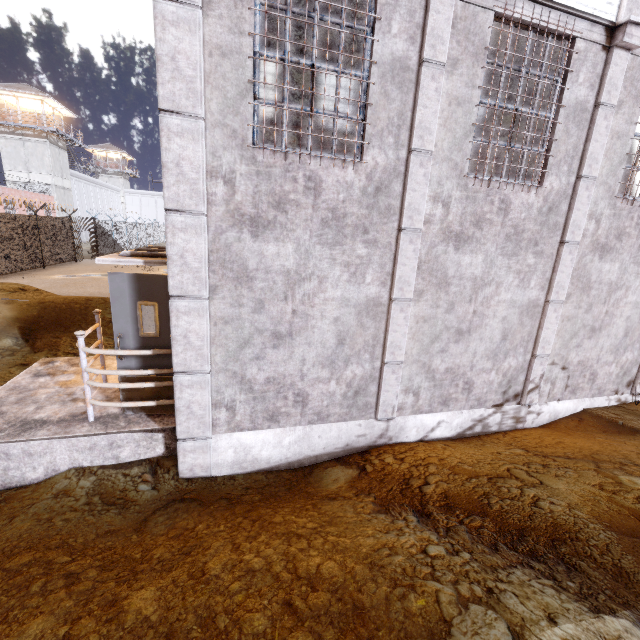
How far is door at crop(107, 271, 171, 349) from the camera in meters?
4.4

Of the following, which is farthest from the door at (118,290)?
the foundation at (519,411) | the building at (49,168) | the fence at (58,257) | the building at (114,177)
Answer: the building at (114,177)

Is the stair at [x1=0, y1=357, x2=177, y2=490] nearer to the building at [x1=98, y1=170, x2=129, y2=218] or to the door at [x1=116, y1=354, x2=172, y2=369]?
the door at [x1=116, y1=354, x2=172, y2=369]

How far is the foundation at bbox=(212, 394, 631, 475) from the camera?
4.7m

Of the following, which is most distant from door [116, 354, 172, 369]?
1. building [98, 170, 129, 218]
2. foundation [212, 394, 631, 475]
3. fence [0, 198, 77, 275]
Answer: building [98, 170, 129, 218]

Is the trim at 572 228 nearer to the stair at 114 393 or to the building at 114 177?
the stair at 114 393

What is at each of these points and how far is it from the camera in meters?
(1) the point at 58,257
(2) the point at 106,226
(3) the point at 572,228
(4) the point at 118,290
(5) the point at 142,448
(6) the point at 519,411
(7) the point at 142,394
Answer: (1) fence, 19.4
(2) fence, 27.1
(3) trim, 5.2
(4) door, 4.4
(5) stair, 4.7
(6) foundation, 6.1
(7) door, 4.9
